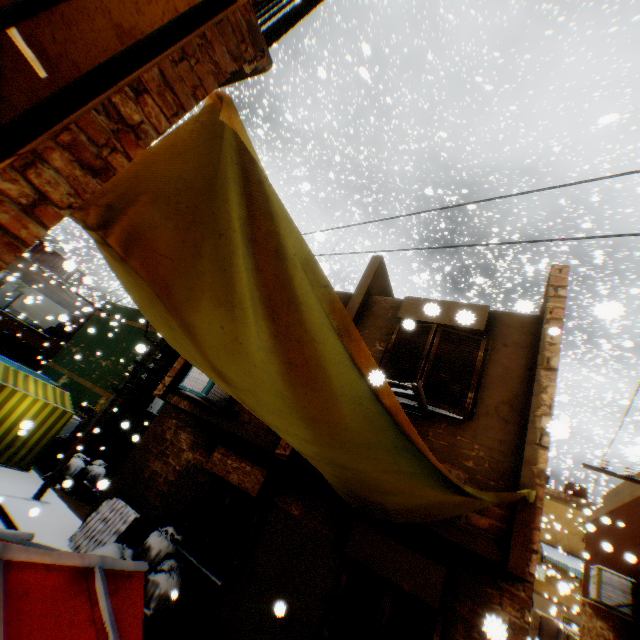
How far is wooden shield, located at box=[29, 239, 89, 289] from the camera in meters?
11.2

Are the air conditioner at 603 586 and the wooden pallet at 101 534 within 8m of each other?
no

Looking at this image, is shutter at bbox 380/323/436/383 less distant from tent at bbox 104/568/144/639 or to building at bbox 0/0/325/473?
building at bbox 0/0/325/473

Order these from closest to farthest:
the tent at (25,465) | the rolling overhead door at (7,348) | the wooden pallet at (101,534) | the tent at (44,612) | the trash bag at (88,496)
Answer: the tent at (44,612)
the wooden pallet at (101,534)
the tent at (25,465)
the trash bag at (88,496)
the rolling overhead door at (7,348)

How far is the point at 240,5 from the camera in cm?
270

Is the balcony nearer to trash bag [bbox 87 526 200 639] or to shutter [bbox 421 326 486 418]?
trash bag [bbox 87 526 200 639]

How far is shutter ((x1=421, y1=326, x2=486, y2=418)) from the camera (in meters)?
5.20

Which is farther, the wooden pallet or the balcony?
the balcony
